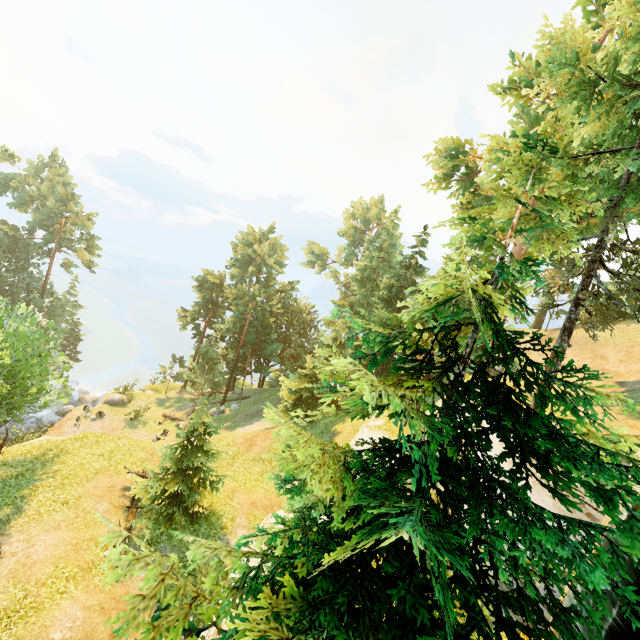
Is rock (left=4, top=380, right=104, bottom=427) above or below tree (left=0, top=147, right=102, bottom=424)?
below

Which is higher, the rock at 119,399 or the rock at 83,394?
the rock at 119,399

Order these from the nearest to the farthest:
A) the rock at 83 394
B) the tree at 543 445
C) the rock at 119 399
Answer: the tree at 543 445
the rock at 83 394
the rock at 119 399

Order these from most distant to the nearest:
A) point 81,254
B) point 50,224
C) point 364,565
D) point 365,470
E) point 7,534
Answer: point 81,254 < point 50,224 < point 7,534 < point 365,470 < point 364,565

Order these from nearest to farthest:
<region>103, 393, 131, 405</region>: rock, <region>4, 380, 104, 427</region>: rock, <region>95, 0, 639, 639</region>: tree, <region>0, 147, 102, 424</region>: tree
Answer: <region>95, 0, 639, 639</region>: tree → <region>0, 147, 102, 424</region>: tree → <region>4, 380, 104, 427</region>: rock → <region>103, 393, 131, 405</region>: rock

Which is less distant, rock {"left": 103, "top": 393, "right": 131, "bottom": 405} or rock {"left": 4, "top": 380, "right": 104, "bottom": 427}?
rock {"left": 4, "top": 380, "right": 104, "bottom": 427}

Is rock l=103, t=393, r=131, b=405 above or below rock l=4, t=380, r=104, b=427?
above
